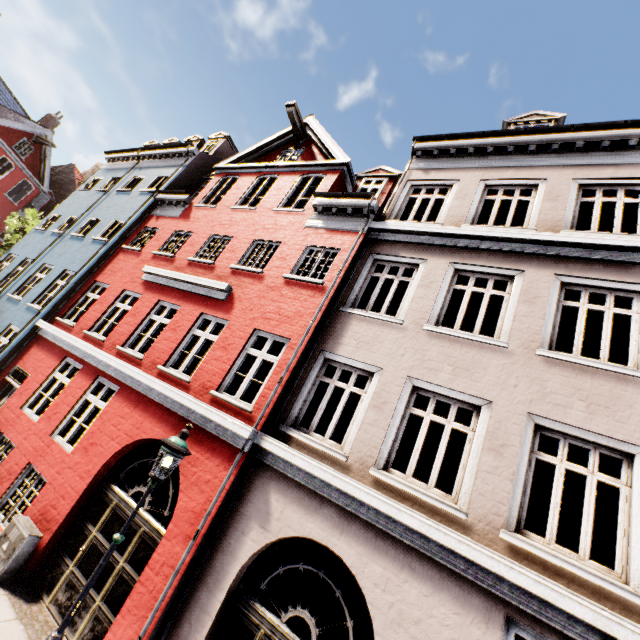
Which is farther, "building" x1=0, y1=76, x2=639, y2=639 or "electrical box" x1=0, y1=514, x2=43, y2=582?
"electrical box" x1=0, y1=514, x2=43, y2=582

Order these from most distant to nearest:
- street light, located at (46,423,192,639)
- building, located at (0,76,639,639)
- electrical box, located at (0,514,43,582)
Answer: electrical box, located at (0,514,43,582)
building, located at (0,76,639,639)
street light, located at (46,423,192,639)

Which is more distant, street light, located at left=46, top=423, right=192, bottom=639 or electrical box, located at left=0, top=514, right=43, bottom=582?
electrical box, located at left=0, top=514, right=43, bottom=582

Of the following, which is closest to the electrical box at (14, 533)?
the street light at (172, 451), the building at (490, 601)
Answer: the building at (490, 601)

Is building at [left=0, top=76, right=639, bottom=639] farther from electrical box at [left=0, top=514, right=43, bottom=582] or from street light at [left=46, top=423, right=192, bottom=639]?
street light at [left=46, top=423, right=192, bottom=639]

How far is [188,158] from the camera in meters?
14.6

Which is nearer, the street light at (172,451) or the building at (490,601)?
the street light at (172,451)

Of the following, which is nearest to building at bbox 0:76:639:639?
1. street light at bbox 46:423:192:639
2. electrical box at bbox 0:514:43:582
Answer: electrical box at bbox 0:514:43:582
